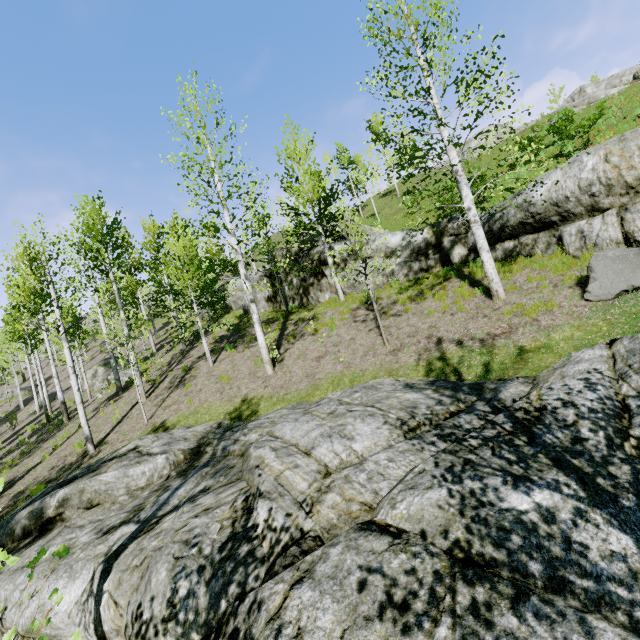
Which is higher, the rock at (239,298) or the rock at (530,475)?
the rock at (239,298)

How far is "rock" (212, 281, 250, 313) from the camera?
21.7 meters

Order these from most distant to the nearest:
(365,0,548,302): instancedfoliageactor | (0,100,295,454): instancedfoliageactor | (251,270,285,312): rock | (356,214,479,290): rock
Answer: (251,270,285,312): rock
(356,214,479,290): rock
(0,100,295,454): instancedfoliageactor
(365,0,548,302): instancedfoliageactor

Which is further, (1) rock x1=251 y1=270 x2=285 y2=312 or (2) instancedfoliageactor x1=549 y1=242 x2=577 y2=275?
(1) rock x1=251 y1=270 x2=285 y2=312

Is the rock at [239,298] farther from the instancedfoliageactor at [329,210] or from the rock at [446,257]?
the instancedfoliageactor at [329,210]

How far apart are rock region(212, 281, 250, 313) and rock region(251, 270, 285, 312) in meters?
2.8

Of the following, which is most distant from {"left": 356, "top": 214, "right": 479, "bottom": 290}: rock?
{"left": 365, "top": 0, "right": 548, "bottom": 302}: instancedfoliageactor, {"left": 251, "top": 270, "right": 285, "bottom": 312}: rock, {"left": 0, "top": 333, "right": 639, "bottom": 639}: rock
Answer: {"left": 365, "top": 0, "right": 548, "bottom": 302}: instancedfoliageactor

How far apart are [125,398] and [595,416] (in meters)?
18.40
